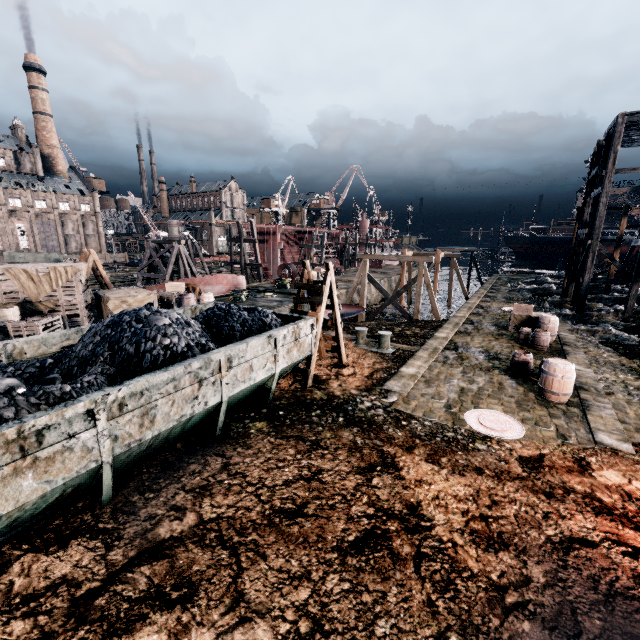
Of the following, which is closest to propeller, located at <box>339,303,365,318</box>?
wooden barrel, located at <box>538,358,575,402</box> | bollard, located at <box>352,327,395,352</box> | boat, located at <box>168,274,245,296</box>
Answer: bollard, located at <box>352,327,395,352</box>

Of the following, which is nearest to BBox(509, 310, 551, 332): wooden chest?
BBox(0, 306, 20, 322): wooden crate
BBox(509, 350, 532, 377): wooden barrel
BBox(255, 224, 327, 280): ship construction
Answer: BBox(509, 350, 532, 377): wooden barrel

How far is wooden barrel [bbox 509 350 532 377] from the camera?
12.54m

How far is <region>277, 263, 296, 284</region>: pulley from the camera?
35.5 meters

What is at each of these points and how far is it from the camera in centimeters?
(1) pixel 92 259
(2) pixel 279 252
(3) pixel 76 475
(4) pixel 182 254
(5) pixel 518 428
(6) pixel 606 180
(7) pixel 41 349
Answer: (1) ladder, 2111cm
(2) ship construction, 4928cm
(3) rail car container, 528cm
(4) wooden support structure, 3167cm
(5) manhole cover, 927cm
(6) wooden scaffolding, 1942cm
(7) rail car container, 857cm

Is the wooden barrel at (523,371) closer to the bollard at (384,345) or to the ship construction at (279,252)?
the bollard at (384,345)

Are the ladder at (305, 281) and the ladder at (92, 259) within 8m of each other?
no

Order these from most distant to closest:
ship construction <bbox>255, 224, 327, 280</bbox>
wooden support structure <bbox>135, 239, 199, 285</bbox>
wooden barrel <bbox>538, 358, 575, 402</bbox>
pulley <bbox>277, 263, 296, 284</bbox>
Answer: ship construction <bbox>255, 224, 327, 280</bbox>
pulley <bbox>277, 263, 296, 284</bbox>
wooden support structure <bbox>135, 239, 199, 285</bbox>
wooden barrel <bbox>538, 358, 575, 402</bbox>
